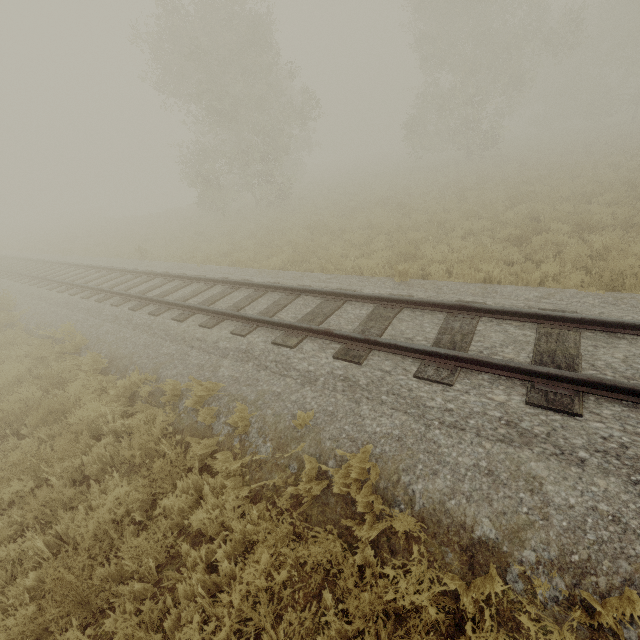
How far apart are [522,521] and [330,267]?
7.53m
